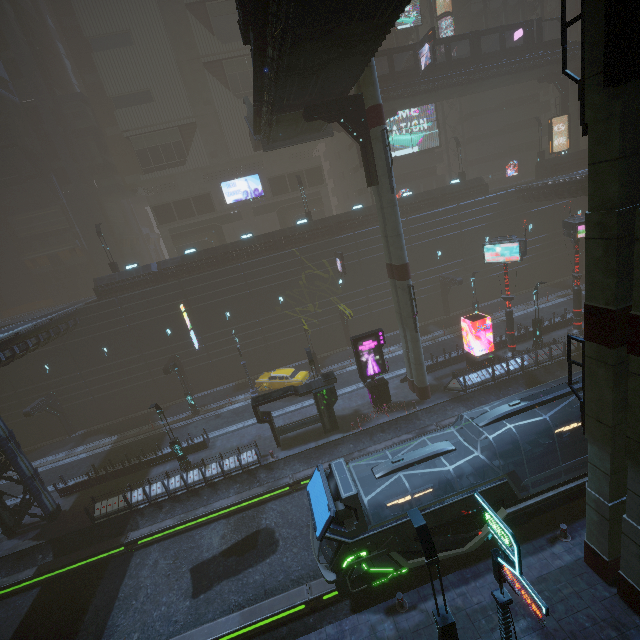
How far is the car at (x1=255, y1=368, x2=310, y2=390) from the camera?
28.09m

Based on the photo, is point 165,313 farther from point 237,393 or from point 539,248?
point 539,248

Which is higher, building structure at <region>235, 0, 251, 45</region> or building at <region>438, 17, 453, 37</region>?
building at <region>438, 17, 453, 37</region>

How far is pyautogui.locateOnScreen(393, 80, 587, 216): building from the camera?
35.19m

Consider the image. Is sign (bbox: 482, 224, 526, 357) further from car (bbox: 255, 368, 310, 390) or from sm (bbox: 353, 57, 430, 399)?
car (bbox: 255, 368, 310, 390)

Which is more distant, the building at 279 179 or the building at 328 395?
the building at 279 179

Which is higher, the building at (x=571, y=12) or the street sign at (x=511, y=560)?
the building at (x=571, y=12)
